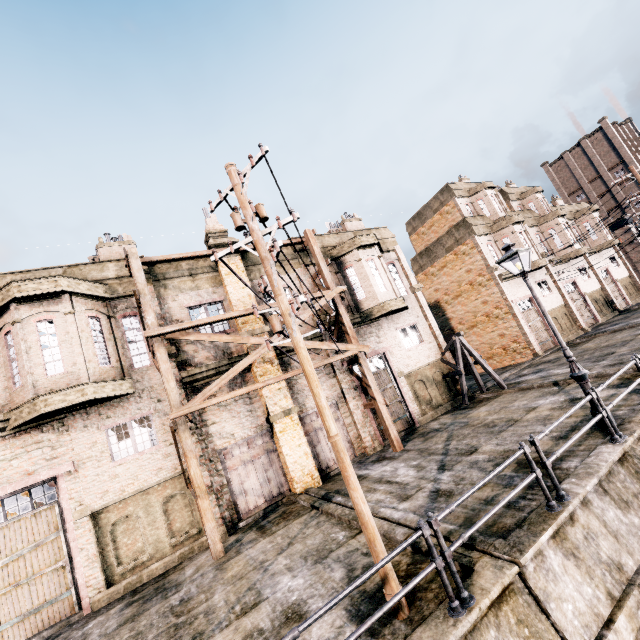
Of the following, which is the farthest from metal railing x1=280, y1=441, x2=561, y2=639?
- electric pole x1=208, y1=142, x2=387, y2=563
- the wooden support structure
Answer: the wooden support structure

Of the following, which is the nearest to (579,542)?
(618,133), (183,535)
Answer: (183,535)

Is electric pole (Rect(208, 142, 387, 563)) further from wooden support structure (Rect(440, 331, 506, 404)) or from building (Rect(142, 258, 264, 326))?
wooden support structure (Rect(440, 331, 506, 404))

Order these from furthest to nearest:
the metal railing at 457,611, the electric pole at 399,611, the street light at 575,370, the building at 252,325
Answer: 1. the building at 252,325
2. the street light at 575,370
3. the electric pole at 399,611
4. the metal railing at 457,611

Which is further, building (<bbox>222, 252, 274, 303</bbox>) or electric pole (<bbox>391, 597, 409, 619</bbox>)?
building (<bbox>222, 252, 274, 303</bbox>)

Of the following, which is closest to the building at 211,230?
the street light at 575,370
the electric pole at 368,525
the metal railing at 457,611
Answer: the electric pole at 368,525

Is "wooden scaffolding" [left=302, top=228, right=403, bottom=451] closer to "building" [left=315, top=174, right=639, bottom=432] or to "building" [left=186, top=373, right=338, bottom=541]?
"building" [left=186, top=373, right=338, bottom=541]

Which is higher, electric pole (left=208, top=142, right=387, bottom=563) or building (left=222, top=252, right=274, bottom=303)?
building (left=222, top=252, right=274, bottom=303)
